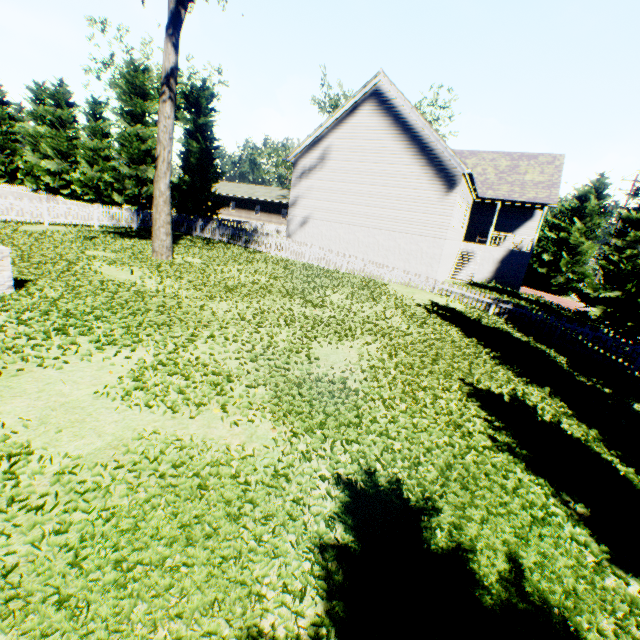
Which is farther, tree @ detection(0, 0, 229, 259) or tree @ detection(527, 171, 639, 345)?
tree @ detection(527, 171, 639, 345)

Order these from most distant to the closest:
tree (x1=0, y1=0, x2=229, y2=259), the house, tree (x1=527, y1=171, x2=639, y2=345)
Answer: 1. the house
2. tree (x1=527, y1=171, x2=639, y2=345)
3. tree (x1=0, y1=0, x2=229, y2=259)

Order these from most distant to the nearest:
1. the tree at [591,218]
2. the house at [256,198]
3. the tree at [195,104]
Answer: the house at [256,198] → the tree at [591,218] → the tree at [195,104]

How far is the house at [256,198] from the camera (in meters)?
48.09

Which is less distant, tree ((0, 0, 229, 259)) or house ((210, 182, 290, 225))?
tree ((0, 0, 229, 259))

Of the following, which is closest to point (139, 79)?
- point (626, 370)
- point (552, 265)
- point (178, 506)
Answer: point (178, 506)

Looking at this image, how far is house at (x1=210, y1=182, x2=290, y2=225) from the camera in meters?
48.1 m
